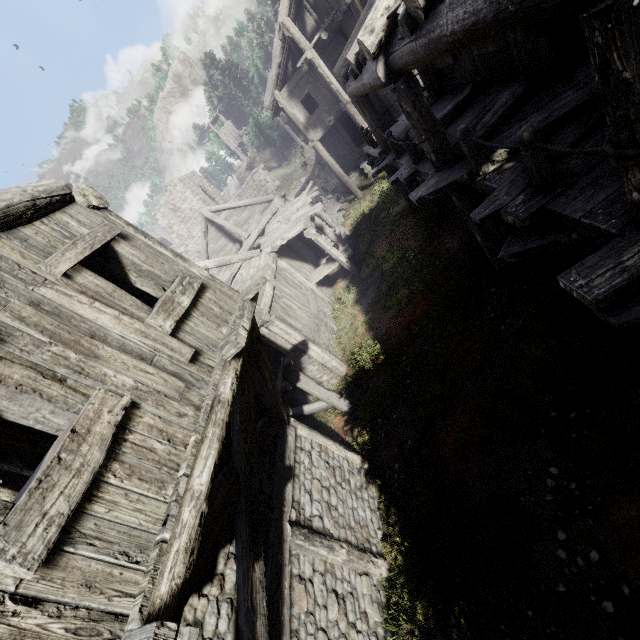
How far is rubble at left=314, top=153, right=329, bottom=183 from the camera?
29.90m

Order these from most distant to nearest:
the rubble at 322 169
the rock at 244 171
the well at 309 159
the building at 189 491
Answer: the rock at 244 171 < the well at 309 159 < the rubble at 322 169 < the building at 189 491

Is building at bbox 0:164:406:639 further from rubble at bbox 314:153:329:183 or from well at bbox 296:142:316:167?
well at bbox 296:142:316:167

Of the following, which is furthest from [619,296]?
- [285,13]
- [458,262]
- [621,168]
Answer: [285,13]

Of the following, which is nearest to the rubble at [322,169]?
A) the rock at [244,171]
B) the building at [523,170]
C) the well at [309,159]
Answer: the building at [523,170]

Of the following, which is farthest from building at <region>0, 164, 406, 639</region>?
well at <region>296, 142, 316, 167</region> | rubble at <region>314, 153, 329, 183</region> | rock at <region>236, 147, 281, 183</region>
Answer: well at <region>296, 142, 316, 167</region>

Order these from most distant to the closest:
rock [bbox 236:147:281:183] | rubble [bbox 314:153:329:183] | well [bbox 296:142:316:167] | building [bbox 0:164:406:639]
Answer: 1. rock [bbox 236:147:281:183]
2. well [bbox 296:142:316:167]
3. rubble [bbox 314:153:329:183]
4. building [bbox 0:164:406:639]

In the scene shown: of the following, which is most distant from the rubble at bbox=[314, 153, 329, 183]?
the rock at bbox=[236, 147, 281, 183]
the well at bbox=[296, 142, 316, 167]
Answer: the rock at bbox=[236, 147, 281, 183]
